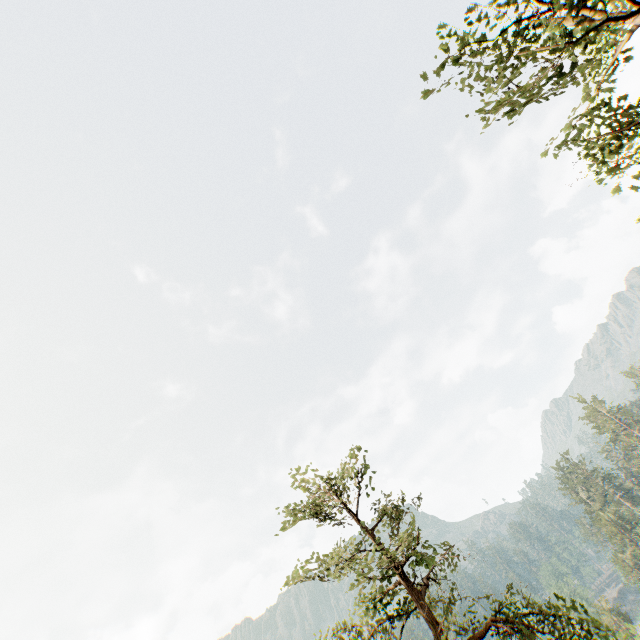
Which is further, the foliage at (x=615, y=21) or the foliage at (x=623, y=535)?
the foliage at (x=623, y=535)

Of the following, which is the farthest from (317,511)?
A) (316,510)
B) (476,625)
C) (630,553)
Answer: (630,553)

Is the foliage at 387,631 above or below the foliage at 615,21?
below

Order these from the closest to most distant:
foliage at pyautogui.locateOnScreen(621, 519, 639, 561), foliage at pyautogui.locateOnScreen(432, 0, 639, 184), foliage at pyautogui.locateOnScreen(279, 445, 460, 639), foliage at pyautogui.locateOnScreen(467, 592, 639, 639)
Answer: foliage at pyautogui.locateOnScreen(432, 0, 639, 184) < foliage at pyautogui.locateOnScreen(467, 592, 639, 639) < foliage at pyautogui.locateOnScreen(279, 445, 460, 639) < foliage at pyautogui.locateOnScreen(621, 519, 639, 561)

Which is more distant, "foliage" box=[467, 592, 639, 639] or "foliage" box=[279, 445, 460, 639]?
"foliage" box=[279, 445, 460, 639]

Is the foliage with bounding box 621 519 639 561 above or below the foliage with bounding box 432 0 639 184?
below
